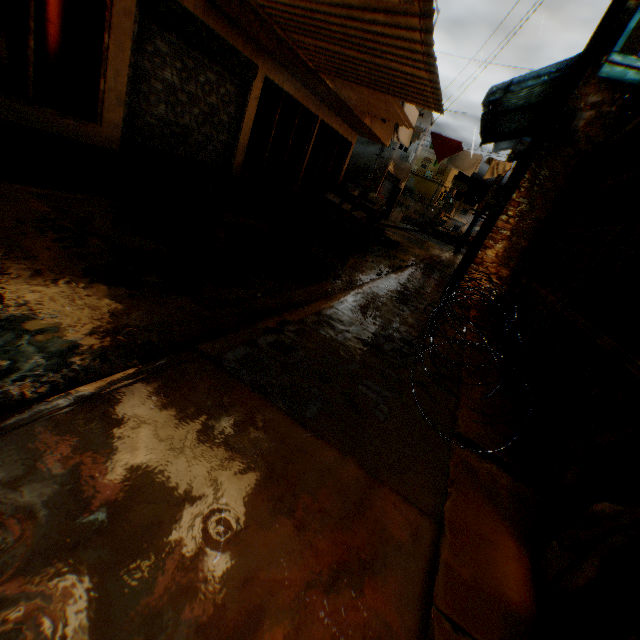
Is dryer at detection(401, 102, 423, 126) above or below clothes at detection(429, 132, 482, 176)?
above

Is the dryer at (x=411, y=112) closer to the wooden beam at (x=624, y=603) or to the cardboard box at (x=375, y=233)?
the wooden beam at (x=624, y=603)

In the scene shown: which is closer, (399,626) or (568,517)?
(399,626)

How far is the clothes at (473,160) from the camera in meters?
11.6 m

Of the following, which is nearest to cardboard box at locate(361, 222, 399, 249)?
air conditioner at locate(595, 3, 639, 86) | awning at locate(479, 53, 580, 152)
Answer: awning at locate(479, 53, 580, 152)

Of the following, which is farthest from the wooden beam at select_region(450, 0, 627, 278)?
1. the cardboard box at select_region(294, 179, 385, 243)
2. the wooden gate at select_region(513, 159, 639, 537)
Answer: the cardboard box at select_region(294, 179, 385, 243)

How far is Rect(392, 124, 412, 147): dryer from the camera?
10.2 meters
